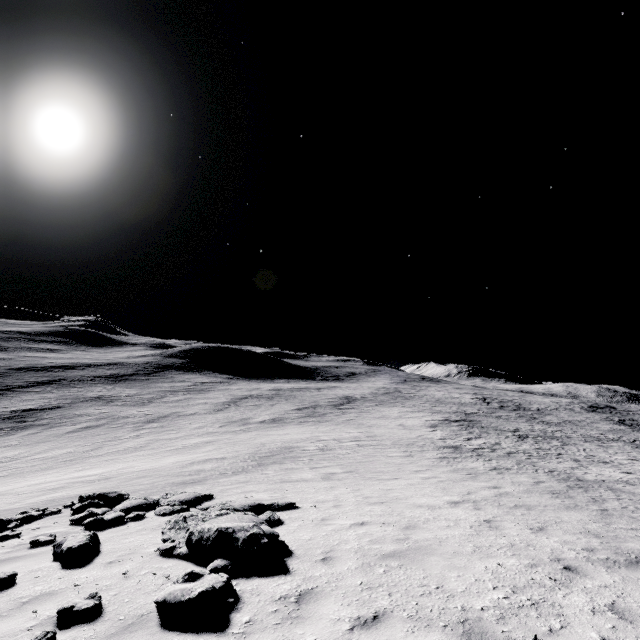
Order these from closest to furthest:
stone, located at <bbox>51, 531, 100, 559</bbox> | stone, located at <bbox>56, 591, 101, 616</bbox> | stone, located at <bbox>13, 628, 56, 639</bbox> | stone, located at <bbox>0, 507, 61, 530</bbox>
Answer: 1. stone, located at <bbox>13, 628, 56, 639</bbox>
2. stone, located at <bbox>56, 591, 101, 616</bbox>
3. stone, located at <bbox>51, 531, 100, 559</bbox>
4. stone, located at <bbox>0, 507, 61, 530</bbox>

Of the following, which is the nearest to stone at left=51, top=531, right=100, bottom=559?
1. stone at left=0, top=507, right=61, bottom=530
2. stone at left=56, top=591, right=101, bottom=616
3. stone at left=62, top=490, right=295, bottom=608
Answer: stone at left=62, top=490, right=295, bottom=608

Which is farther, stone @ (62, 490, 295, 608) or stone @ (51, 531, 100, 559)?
stone @ (51, 531, 100, 559)

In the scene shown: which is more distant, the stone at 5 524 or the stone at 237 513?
the stone at 5 524

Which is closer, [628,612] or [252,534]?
[628,612]

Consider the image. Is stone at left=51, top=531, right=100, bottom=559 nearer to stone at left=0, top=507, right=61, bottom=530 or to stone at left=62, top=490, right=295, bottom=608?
stone at left=62, top=490, right=295, bottom=608

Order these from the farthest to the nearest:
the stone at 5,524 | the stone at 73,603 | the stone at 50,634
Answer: the stone at 5,524 < the stone at 73,603 < the stone at 50,634

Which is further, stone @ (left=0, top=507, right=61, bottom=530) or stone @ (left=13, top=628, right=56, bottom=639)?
stone @ (left=0, top=507, right=61, bottom=530)
